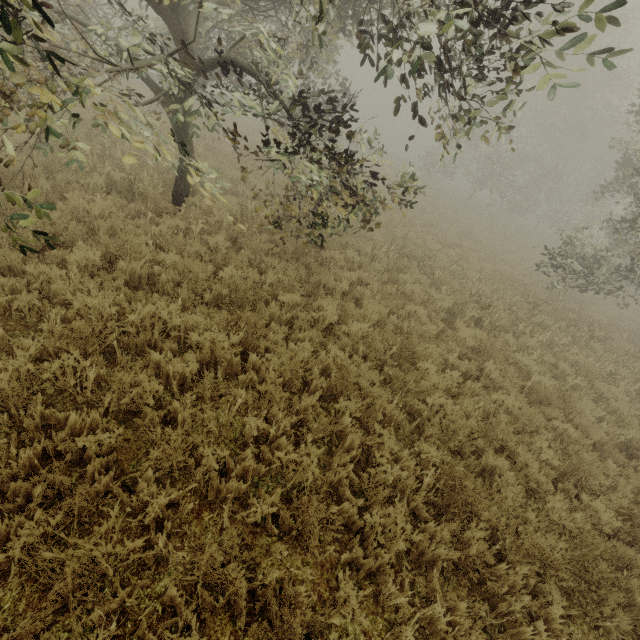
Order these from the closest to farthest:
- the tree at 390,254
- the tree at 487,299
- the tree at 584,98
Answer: the tree at 584,98
the tree at 487,299
the tree at 390,254

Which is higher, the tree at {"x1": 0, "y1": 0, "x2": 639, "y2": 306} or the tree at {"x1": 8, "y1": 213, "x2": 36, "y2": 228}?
the tree at {"x1": 0, "y1": 0, "x2": 639, "y2": 306}

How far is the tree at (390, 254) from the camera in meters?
9.8 m

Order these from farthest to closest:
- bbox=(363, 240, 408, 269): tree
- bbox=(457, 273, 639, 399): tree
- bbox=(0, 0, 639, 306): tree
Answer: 1. bbox=(363, 240, 408, 269): tree
2. bbox=(457, 273, 639, 399): tree
3. bbox=(0, 0, 639, 306): tree

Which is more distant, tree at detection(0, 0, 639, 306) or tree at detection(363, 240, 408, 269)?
tree at detection(363, 240, 408, 269)

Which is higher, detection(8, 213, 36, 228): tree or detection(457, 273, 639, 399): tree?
detection(8, 213, 36, 228): tree

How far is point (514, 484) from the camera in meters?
4.7 m

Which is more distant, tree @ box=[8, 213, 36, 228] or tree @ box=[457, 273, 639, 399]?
tree @ box=[457, 273, 639, 399]
